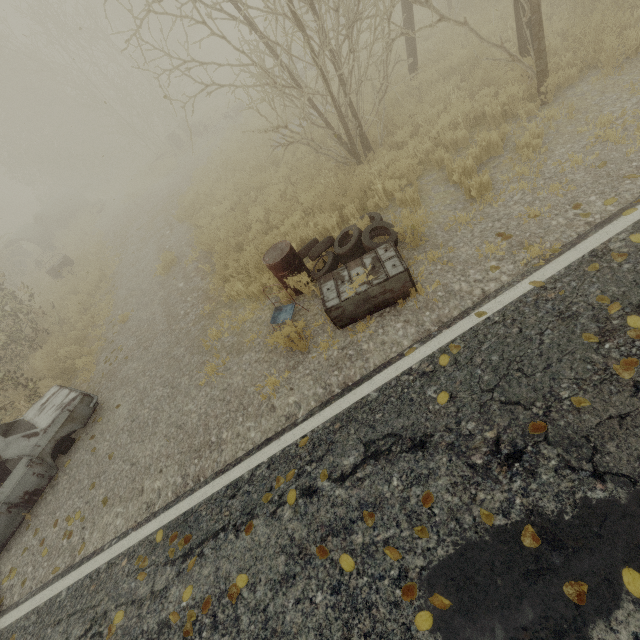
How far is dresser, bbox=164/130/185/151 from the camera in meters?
21.8 m

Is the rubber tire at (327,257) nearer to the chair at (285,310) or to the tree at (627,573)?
the chair at (285,310)

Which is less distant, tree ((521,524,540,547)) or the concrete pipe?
tree ((521,524,540,547))

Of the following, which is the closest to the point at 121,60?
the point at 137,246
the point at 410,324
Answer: the point at 137,246

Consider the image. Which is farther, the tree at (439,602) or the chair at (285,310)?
the chair at (285,310)

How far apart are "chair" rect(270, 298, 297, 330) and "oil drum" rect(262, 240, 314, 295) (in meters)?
0.39

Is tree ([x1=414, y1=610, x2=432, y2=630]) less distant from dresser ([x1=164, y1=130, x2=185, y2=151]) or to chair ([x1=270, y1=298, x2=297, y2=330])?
chair ([x1=270, y1=298, x2=297, y2=330])

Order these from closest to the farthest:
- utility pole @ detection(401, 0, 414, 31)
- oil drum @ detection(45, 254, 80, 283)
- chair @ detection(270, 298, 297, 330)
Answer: chair @ detection(270, 298, 297, 330)
utility pole @ detection(401, 0, 414, 31)
oil drum @ detection(45, 254, 80, 283)
